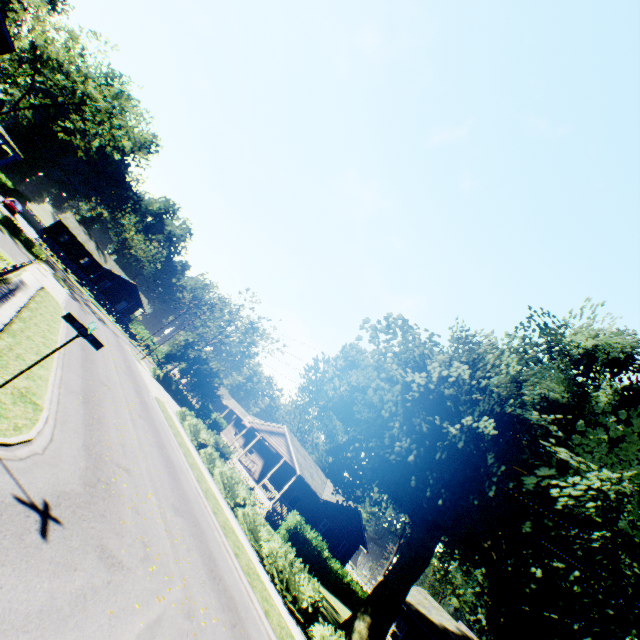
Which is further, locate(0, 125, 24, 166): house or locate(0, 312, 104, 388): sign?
locate(0, 125, 24, 166): house

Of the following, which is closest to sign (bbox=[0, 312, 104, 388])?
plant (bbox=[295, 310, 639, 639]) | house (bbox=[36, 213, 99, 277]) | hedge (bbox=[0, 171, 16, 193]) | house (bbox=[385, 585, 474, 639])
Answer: plant (bbox=[295, 310, 639, 639])

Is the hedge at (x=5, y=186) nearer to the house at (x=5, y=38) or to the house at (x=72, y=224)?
the house at (x=72, y=224)

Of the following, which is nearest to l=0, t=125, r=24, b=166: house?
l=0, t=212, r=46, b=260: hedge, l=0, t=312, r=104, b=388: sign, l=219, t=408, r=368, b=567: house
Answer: l=0, t=212, r=46, b=260: hedge

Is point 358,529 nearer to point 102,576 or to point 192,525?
point 192,525

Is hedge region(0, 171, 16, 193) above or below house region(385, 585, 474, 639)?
below

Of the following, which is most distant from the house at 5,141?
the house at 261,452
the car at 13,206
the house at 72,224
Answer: the house at 72,224

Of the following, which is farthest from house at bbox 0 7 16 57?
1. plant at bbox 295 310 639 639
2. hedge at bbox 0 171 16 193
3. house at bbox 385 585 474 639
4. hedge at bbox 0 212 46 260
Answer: house at bbox 385 585 474 639
